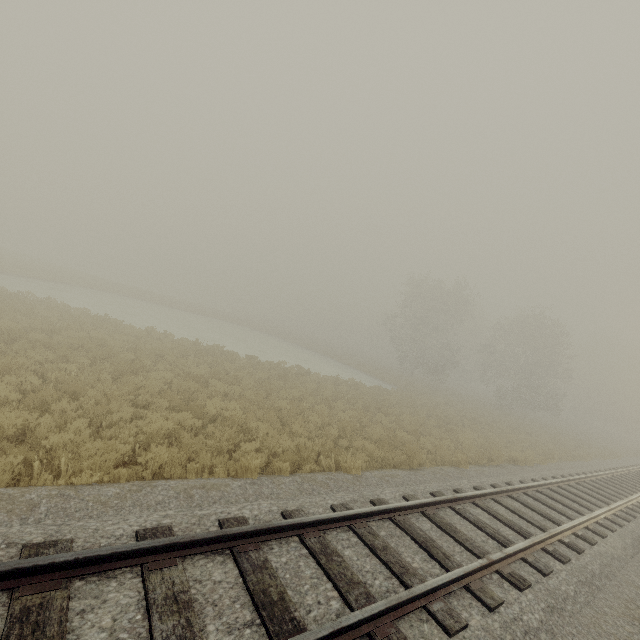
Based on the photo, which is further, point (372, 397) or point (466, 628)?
point (372, 397)
